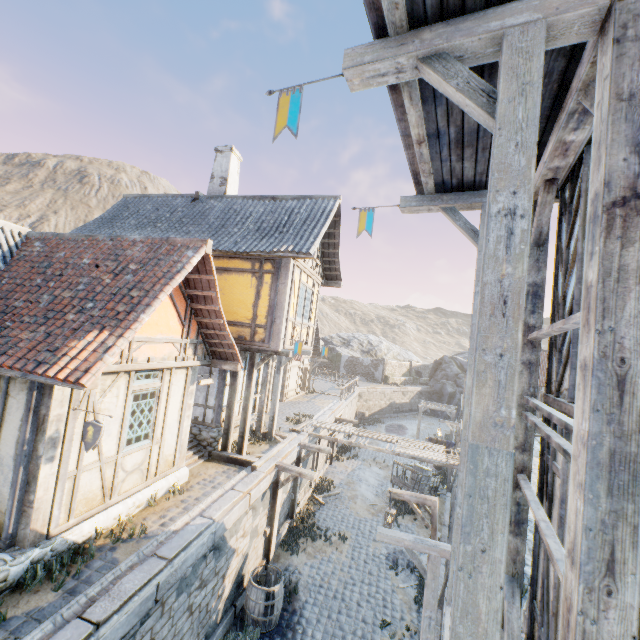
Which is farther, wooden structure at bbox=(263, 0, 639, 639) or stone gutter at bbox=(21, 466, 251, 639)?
stone gutter at bbox=(21, 466, 251, 639)

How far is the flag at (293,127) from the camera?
3.01m

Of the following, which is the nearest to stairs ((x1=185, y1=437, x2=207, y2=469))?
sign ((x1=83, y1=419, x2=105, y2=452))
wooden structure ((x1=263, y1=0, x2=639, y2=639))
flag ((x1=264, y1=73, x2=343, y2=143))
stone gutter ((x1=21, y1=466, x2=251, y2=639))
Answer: stone gutter ((x1=21, y1=466, x2=251, y2=639))

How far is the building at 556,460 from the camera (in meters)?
3.20

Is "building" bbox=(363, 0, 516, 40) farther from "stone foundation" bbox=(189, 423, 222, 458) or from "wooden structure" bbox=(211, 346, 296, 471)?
"stone foundation" bbox=(189, 423, 222, 458)

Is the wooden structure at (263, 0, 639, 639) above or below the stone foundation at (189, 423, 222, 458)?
above

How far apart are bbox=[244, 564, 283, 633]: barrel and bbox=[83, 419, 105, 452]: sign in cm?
593

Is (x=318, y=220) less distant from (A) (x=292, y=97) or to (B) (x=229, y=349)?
(B) (x=229, y=349)
